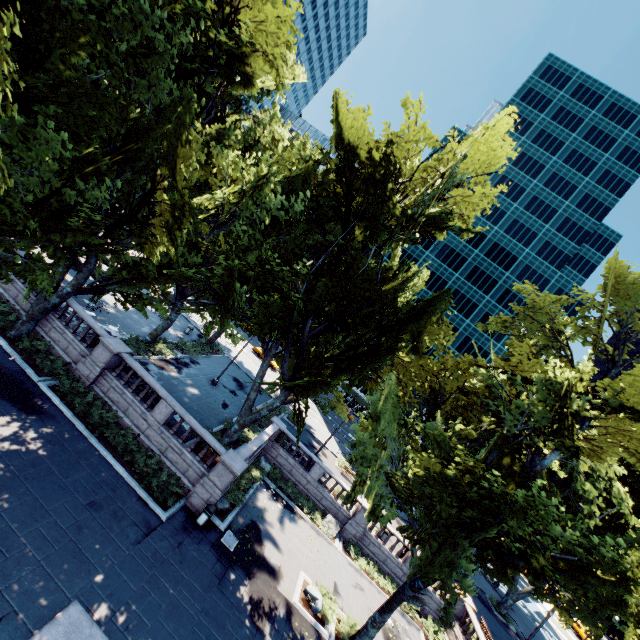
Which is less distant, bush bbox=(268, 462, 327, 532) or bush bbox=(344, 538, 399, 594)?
bush bbox=(344, 538, 399, 594)

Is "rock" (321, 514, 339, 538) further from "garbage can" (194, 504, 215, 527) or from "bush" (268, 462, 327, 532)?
"garbage can" (194, 504, 215, 527)

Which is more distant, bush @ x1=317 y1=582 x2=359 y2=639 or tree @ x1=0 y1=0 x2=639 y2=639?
bush @ x1=317 y1=582 x2=359 y2=639

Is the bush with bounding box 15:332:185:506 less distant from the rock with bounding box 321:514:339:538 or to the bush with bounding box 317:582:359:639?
the bush with bounding box 317:582:359:639

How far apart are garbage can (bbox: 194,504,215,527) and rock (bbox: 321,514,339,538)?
10.88m

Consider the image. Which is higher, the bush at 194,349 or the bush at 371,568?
the bush at 194,349

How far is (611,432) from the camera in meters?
14.1

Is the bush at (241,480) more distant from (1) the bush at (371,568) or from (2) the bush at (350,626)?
(2) the bush at (350,626)
